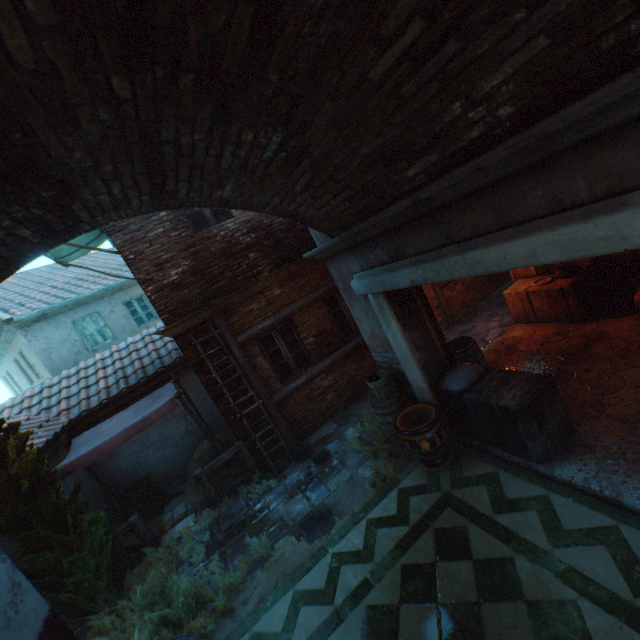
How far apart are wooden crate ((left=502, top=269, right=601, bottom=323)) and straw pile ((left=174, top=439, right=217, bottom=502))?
7.55m

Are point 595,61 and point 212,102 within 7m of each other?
yes

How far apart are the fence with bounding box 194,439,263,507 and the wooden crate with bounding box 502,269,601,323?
7.1m

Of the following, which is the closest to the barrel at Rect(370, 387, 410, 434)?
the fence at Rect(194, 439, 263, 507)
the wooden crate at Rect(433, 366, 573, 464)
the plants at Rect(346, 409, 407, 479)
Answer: the plants at Rect(346, 409, 407, 479)

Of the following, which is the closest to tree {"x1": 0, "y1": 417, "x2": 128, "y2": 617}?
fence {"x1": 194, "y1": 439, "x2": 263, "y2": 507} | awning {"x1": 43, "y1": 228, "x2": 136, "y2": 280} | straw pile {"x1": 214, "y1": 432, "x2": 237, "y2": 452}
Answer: fence {"x1": 194, "y1": 439, "x2": 263, "y2": 507}

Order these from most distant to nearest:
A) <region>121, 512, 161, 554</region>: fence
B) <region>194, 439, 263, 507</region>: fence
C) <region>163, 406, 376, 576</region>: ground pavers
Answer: <region>194, 439, 263, 507</region>: fence
<region>121, 512, 161, 554</region>: fence
<region>163, 406, 376, 576</region>: ground pavers

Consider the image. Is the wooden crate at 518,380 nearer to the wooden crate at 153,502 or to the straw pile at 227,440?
the straw pile at 227,440

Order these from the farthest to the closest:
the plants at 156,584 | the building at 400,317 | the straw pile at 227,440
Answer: the straw pile at 227,440
the plants at 156,584
the building at 400,317
